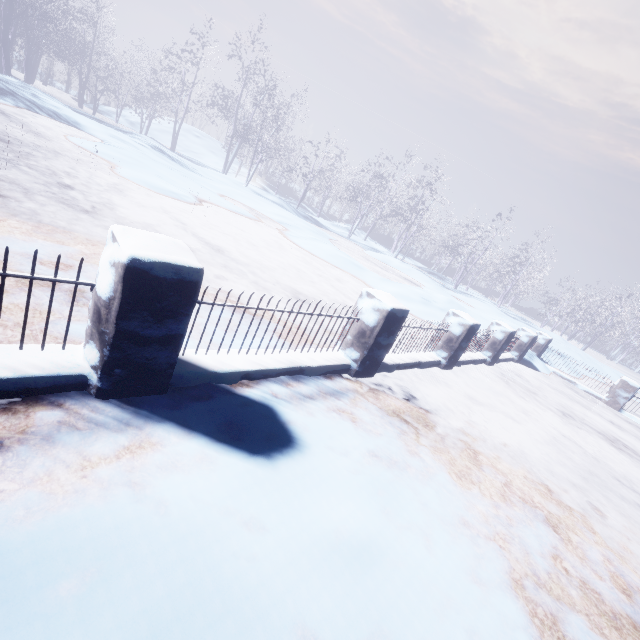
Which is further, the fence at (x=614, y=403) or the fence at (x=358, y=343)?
the fence at (x=614, y=403)

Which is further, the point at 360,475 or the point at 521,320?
the point at 521,320

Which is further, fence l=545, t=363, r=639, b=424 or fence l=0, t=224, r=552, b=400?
fence l=545, t=363, r=639, b=424
